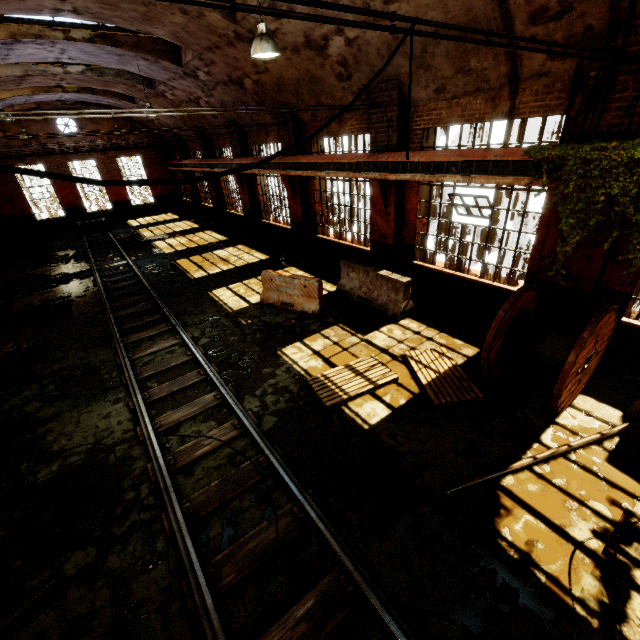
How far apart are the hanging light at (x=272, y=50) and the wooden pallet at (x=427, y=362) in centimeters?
605cm

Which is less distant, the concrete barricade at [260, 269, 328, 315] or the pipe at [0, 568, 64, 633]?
the pipe at [0, 568, 64, 633]

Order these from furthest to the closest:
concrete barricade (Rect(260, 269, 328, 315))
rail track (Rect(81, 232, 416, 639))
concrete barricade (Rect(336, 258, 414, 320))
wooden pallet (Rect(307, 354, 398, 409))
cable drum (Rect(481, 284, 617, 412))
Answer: concrete barricade (Rect(260, 269, 328, 315)), concrete barricade (Rect(336, 258, 414, 320)), wooden pallet (Rect(307, 354, 398, 409)), cable drum (Rect(481, 284, 617, 412)), rail track (Rect(81, 232, 416, 639))

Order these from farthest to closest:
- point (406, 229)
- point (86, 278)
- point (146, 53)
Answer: point (86, 278) → point (146, 53) → point (406, 229)

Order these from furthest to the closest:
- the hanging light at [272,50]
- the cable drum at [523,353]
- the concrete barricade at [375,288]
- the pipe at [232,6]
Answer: the concrete barricade at [375,288] < the hanging light at [272,50] < the cable drum at [523,353] < the pipe at [232,6]

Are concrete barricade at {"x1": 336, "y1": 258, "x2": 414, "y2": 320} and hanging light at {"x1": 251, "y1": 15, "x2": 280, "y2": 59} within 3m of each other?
no

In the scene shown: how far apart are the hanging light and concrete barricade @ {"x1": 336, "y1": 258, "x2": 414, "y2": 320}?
5.23m

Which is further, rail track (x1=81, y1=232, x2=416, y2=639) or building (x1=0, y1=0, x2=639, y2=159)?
Answer: building (x1=0, y1=0, x2=639, y2=159)
